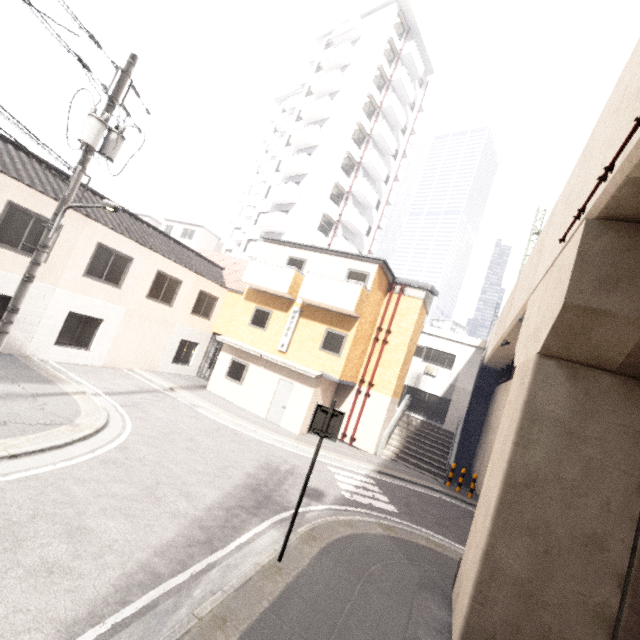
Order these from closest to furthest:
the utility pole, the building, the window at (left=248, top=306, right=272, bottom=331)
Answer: the utility pole < the window at (left=248, top=306, right=272, bottom=331) < the building

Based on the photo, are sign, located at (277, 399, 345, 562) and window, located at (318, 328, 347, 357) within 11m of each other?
yes

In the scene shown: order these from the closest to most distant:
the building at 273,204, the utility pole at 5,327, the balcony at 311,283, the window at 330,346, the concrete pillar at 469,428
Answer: the utility pole at 5,327
the balcony at 311,283
the window at 330,346
the concrete pillar at 469,428
the building at 273,204

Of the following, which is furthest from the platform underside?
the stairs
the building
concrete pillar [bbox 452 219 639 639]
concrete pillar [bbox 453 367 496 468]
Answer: the building

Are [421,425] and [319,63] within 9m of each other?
no

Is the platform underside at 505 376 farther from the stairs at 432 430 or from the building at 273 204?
the building at 273 204

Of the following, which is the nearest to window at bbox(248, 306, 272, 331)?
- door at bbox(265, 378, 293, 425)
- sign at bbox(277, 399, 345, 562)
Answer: door at bbox(265, 378, 293, 425)

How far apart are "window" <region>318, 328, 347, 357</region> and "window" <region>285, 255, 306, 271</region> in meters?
3.3
